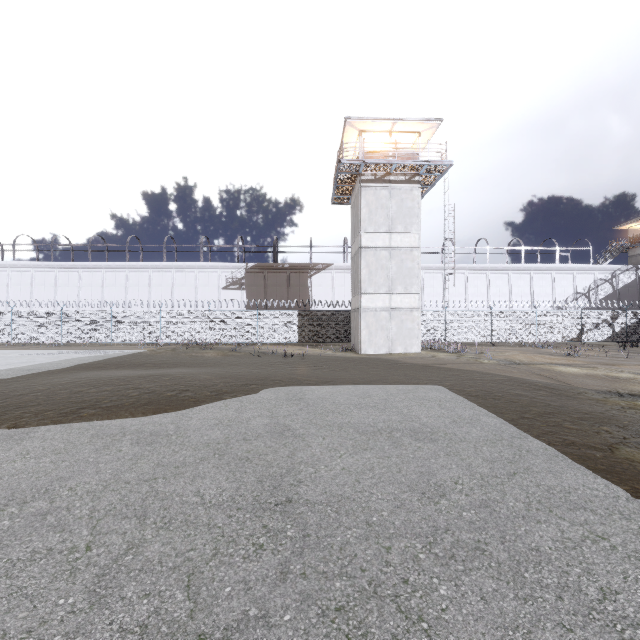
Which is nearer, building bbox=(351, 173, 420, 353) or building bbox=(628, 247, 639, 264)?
building bbox=(351, 173, 420, 353)

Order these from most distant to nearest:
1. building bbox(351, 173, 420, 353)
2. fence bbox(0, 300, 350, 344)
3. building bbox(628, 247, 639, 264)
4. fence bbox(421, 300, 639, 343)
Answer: building bbox(628, 247, 639, 264) < fence bbox(421, 300, 639, 343) < fence bbox(0, 300, 350, 344) < building bbox(351, 173, 420, 353)

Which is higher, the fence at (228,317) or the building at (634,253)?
the building at (634,253)

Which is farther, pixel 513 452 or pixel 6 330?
pixel 6 330

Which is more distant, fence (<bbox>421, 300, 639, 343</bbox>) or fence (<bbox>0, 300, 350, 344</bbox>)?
fence (<bbox>421, 300, 639, 343</bbox>)

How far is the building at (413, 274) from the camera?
21.1m

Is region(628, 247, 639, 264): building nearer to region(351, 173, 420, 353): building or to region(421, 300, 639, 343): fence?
region(421, 300, 639, 343): fence

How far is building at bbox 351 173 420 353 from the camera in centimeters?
2106cm
